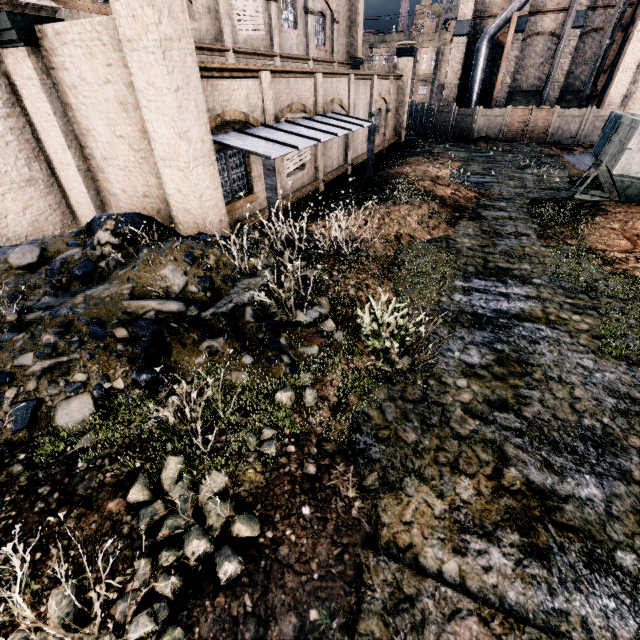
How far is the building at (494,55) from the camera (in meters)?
31.36

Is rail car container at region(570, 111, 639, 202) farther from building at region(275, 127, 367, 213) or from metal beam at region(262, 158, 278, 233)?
metal beam at region(262, 158, 278, 233)

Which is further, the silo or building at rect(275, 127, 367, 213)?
the silo

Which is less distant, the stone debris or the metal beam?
the stone debris

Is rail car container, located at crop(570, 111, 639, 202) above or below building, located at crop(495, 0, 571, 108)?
below

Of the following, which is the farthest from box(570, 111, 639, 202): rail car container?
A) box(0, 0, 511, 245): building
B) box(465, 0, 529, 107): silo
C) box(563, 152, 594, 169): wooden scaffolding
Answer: box(465, 0, 529, 107): silo

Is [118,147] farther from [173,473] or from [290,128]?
[173,473]

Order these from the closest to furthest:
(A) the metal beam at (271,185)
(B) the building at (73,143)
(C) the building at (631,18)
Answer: (B) the building at (73,143) < (A) the metal beam at (271,185) < (C) the building at (631,18)
